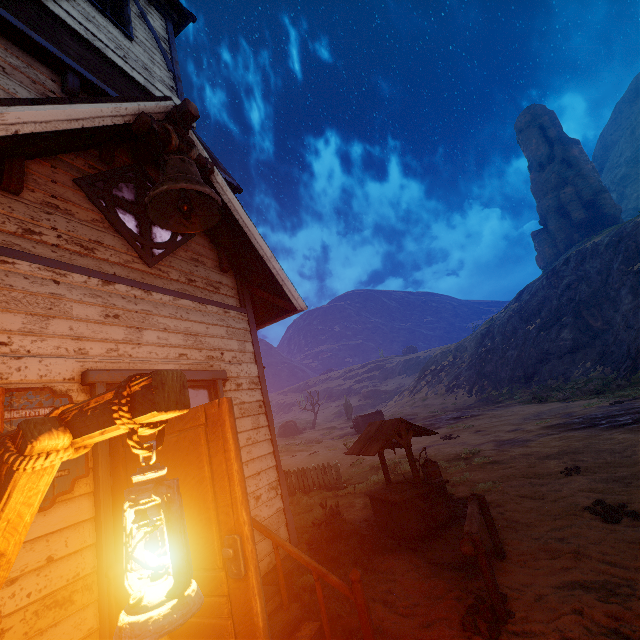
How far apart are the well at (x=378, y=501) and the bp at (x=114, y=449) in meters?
4.9

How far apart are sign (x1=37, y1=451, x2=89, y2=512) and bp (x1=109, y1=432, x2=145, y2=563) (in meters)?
0.21

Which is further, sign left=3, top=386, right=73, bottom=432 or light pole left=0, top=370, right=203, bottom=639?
sign left=3, top=386, right=73, bottom=432

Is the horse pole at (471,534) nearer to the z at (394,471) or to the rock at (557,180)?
the z at (394,471)

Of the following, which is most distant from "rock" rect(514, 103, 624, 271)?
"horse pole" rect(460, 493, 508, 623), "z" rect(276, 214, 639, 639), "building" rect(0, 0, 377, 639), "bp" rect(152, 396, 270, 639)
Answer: "bp" rect(152, 396, 270, 639)

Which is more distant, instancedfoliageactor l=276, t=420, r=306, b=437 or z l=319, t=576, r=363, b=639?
instancedfoliageactor l=276, t=420, r=306, b=437

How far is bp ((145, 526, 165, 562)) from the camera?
2.7m

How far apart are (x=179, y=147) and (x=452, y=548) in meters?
8.0 m
